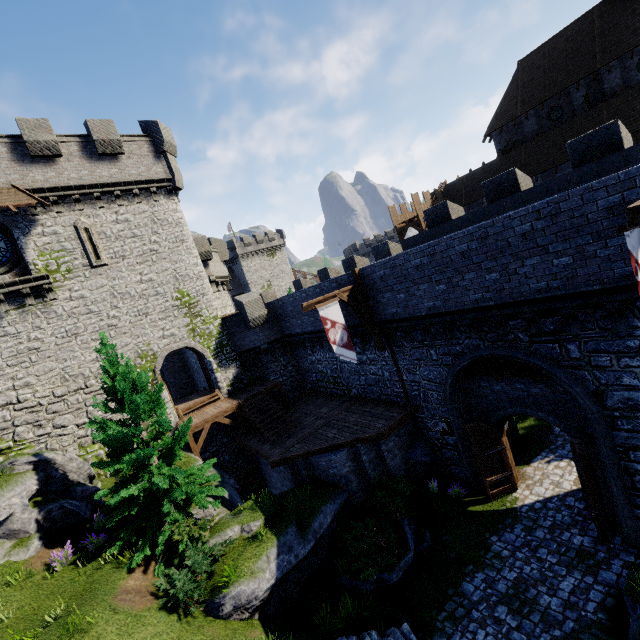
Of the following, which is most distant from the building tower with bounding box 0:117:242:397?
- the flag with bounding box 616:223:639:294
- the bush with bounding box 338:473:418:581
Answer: the flag with bounding box 616:223:639:294

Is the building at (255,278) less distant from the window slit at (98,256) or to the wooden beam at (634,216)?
the window slit at (98,256)

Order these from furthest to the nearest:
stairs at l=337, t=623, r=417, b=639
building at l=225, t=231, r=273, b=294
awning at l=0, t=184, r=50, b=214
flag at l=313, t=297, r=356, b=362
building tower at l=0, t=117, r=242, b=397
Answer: building at l=225, t=231, r=273, b=294, building tower at l=0, t=117, r=242, b=397, awning at l=0, t=184, r=50, b=214, flag at l=313, t=297, r=356, b=362, stairs at l=337, t=623, r=417, b=639

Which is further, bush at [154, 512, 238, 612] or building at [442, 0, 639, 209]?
building at [442, 0, 639, 209]

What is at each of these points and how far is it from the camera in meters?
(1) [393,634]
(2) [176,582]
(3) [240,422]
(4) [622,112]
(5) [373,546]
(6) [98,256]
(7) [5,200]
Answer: (1) stairs, 8.9 m
(2) bush, 9.2 m
(3) wooden support, 18.6 m
(4) building, 24.2 m
(5) bush, 11.3 m
(6) window slit, 17.9 m
(7) awning, 15.3 m

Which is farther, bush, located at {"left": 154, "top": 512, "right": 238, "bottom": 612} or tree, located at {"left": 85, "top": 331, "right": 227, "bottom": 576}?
tree, located at {"left": 85, "top": 331, "right": 227, "bottom": 576}

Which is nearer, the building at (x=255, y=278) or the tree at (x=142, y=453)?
the tree at (x=142, y=453)

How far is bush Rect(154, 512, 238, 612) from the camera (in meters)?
9.12
